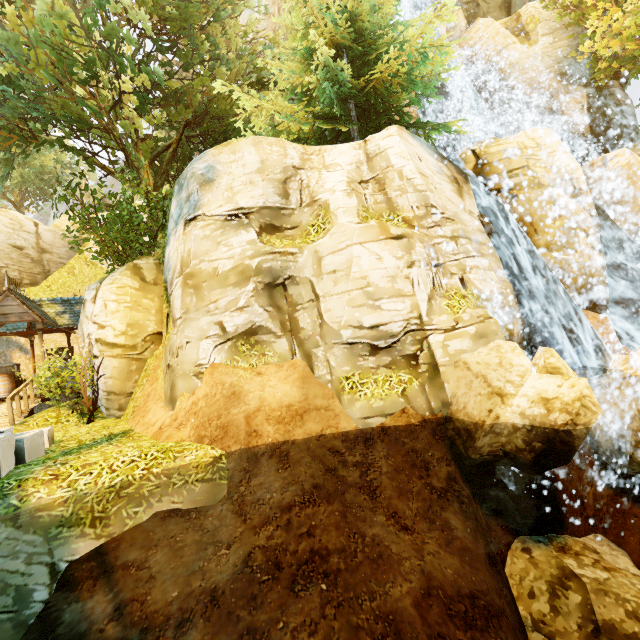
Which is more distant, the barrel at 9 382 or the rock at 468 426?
the barrel at 9 382

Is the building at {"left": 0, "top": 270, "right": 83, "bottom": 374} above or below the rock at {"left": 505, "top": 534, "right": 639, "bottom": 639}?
above

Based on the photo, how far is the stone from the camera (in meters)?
6.00

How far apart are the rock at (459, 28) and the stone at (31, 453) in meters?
24.9 m

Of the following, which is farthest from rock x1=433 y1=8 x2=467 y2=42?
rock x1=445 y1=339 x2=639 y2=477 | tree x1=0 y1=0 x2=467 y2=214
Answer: rock x1=445 y1=339 x2=639 y2=477

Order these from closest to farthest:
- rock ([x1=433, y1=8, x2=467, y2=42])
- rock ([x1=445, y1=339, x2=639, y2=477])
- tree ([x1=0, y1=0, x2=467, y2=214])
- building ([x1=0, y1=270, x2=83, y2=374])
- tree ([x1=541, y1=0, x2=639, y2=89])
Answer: rock ([x1=445, y1=339, x2=639, y2=477])
tree ([x1=0, y1=0, x2=467, y2=214])
building ([x1=0, y1=270, x2=83, y2=374])
tree ([x1=541, y1=0, x2=639, y2=89])
rock ([x1=433, y1=8, x2=467, y2=42])

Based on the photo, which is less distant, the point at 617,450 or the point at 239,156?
the point at 617,450

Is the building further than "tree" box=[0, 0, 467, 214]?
Yes
